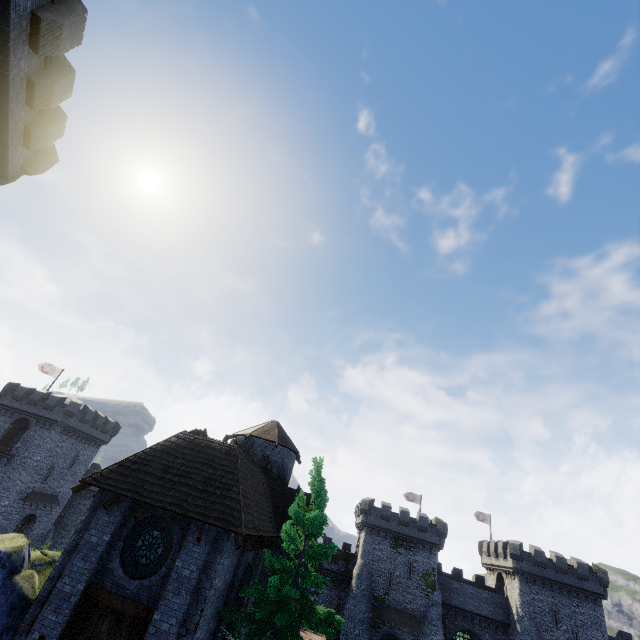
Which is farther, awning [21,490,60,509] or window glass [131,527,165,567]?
awning [21,490,60,509]

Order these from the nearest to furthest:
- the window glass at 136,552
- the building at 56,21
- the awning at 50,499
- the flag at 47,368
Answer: the building at 56,21 → the window glass at 136,552 → the awning at 50,499 → the flag at 47,368

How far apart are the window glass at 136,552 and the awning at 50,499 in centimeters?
3944cm

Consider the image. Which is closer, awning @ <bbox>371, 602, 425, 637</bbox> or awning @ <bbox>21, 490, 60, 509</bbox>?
awning @ <bbox>371, 602, 425, 637</bbox>

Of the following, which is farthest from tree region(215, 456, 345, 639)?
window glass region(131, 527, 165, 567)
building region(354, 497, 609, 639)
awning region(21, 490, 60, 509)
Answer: awning region(21, 490, 60, 509)

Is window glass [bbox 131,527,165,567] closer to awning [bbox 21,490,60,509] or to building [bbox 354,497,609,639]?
building [bbox 354,497,609,639]

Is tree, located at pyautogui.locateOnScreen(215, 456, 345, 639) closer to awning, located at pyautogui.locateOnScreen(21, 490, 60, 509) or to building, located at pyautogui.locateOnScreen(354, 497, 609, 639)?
building, located at pyautogui.locateOnScreen(354, 497, 609, 639)

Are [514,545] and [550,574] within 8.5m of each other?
yes
